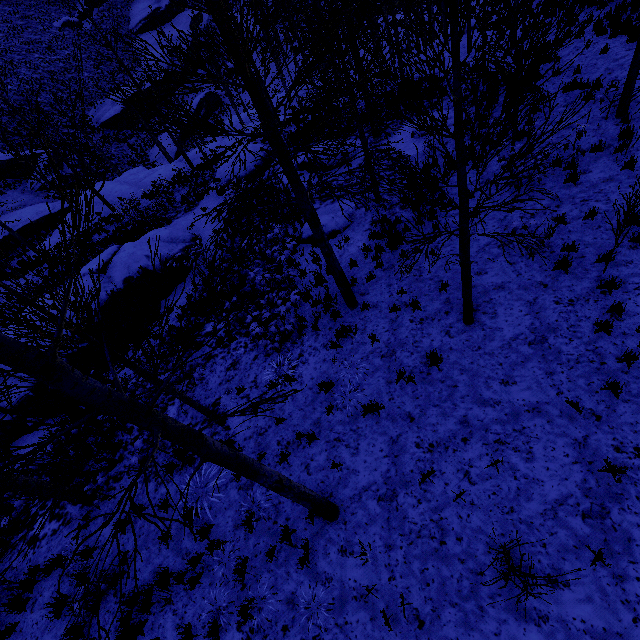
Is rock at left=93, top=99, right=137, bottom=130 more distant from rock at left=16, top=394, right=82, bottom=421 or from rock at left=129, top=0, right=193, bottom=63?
rock at left=16, top=394, right=82, bottom=421

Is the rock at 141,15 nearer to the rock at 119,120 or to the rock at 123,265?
the rock at 119,120

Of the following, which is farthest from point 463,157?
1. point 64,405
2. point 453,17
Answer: point 64,405

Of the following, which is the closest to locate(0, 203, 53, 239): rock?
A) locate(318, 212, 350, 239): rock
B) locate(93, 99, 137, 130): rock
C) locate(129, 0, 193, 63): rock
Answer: locate(93, 99, 137, 130): rock

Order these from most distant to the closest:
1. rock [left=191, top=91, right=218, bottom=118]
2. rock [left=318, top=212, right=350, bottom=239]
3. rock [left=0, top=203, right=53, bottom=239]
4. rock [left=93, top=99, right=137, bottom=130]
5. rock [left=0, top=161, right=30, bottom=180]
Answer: rock [left=191, top=91, right=218, bottom=118], rock [left=93, top=99, right=137, bottom=130], rock [left=0, top=161, right=30, bottom=180], rock [left=0, top=203, right=53, bottom=239], rock [left=318, top=212, right=350, bottom=239]

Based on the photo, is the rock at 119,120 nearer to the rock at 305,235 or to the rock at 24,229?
the rock at 24,229

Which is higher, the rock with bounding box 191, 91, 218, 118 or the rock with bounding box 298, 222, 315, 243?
the rock with bounding box 298, 222, 315, 243
